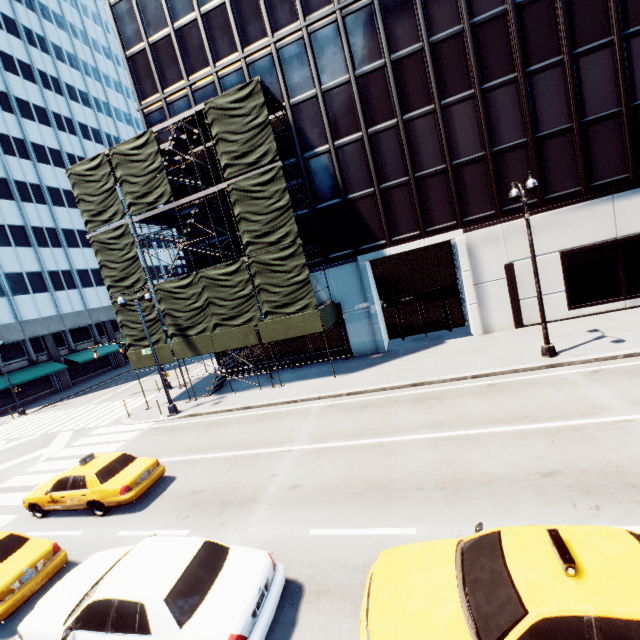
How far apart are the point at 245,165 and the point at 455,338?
38.8 meters

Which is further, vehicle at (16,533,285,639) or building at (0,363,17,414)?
building at (0,363,17,414)

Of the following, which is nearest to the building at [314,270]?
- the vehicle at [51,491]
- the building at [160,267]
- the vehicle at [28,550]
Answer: the vehicle at [51,491]

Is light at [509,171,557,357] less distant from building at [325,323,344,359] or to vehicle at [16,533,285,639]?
building at [325,323,344,359]

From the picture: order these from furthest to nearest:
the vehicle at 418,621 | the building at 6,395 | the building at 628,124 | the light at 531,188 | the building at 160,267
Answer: the building at 160,267
the building at 6,395
the building at 628,124
the light at 531,188
the vehicle at 418,621

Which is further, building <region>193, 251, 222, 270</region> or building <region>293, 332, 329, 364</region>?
building <region>193, 251, 222, 270</region>

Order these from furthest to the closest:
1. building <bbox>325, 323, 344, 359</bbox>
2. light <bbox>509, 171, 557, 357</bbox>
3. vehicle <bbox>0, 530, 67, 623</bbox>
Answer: building <bbox>325, 323, 344, 359</bbox> → light <bbox>509, 171, 557, 357</bbox> → vehicle <bbox>0, 530, 67, 623</bbox>

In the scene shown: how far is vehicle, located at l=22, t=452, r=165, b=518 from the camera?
10.3 meters
